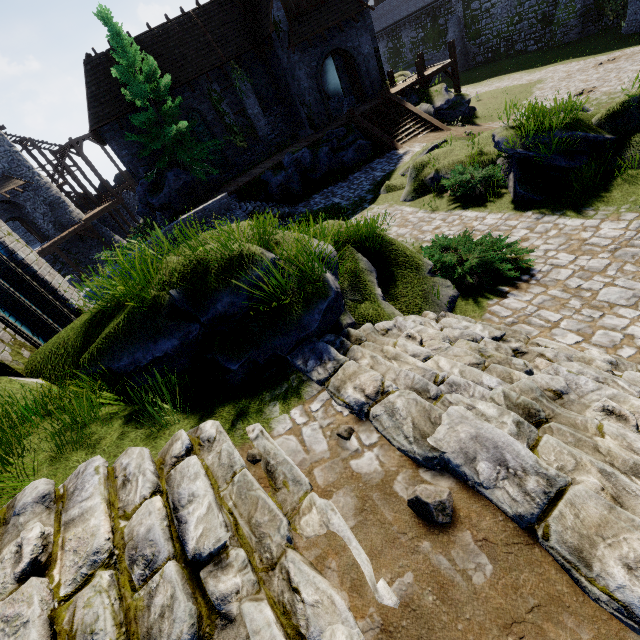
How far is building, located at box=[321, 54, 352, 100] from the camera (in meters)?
24.50

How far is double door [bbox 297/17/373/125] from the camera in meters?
20.5 m

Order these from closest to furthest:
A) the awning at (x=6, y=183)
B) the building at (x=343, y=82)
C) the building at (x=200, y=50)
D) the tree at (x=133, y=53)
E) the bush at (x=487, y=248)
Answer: the bush at (x=487, y=248)
the tree at (x=133, y=53)
the building at (x=200, y=50)
the building at (x=343, y=82)
the awning at (x=6, y=183)

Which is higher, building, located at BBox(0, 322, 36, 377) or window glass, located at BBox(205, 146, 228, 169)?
building, located at BBox(0, 322, 36, 377)

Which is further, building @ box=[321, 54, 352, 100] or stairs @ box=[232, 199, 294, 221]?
building @ box=[321, 54, 352, 100]

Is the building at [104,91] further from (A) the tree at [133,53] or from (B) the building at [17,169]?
(B) the building at [17,169]

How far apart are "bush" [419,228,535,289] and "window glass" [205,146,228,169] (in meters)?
20.83

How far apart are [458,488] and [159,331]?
3.9 meters
